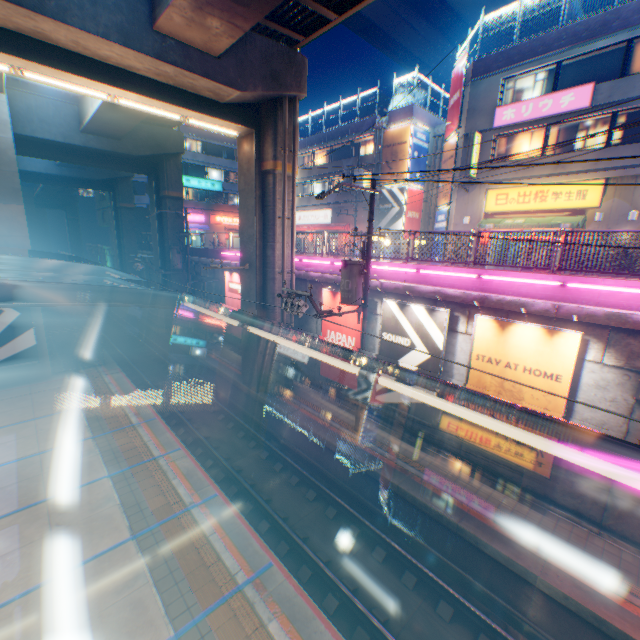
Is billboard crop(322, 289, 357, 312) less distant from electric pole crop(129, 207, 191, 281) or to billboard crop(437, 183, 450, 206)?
billboard crop(437, 183, 450, 206)

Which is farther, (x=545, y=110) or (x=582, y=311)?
(x=545, y=110)

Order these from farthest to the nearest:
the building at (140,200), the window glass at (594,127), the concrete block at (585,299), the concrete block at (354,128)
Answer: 1. the building at (140,200)
2. the concrete block at (354,128)
3. the window glass at (594,127)
4. the concrete block at (585,299)

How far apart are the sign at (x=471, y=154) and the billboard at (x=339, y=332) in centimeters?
1242cm

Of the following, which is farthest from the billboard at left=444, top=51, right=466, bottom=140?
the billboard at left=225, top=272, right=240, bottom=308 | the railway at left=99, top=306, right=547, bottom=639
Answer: the railway at left=99, top=306, right=547, bottom=639

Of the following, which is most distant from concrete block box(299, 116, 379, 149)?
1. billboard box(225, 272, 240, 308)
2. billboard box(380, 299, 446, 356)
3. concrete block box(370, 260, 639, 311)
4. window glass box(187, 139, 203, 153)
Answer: billboard box(380, 299, 446, 356)

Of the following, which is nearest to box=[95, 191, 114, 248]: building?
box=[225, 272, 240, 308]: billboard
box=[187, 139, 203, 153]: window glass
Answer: box=[187, 139, 203, 153]: window glass

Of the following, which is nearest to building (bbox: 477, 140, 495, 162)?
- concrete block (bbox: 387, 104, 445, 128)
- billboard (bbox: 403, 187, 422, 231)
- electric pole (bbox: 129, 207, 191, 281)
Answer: billboard (bbox: 403, 187, 422, 231)
